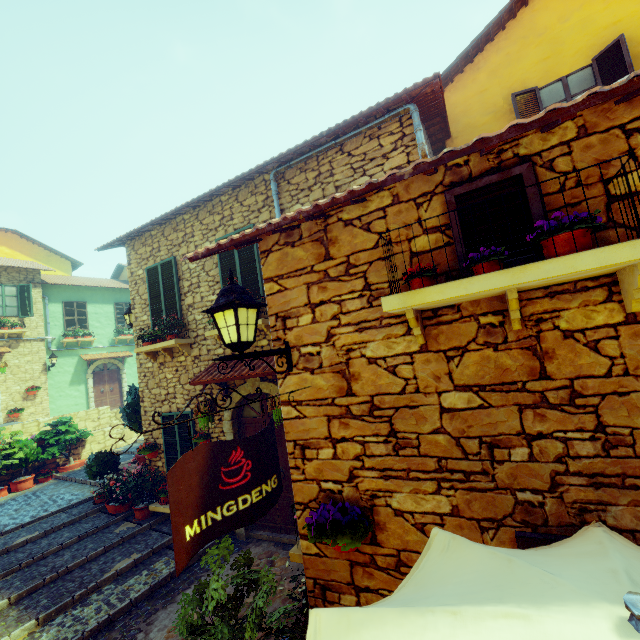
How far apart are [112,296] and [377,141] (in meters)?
19.59

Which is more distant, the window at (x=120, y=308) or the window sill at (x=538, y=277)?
the window at (x=120, y=308)

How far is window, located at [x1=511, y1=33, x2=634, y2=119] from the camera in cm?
651

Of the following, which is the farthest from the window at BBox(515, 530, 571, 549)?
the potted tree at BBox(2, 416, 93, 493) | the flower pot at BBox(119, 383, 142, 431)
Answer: the potted tree at BBox(2, 416, 93, 493)

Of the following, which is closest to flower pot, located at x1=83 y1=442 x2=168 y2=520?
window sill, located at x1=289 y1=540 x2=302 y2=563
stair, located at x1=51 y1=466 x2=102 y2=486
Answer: stair, located at x1=51 y1=466 x2=102 y2=486

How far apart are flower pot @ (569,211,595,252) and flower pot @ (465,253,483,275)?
0.2m

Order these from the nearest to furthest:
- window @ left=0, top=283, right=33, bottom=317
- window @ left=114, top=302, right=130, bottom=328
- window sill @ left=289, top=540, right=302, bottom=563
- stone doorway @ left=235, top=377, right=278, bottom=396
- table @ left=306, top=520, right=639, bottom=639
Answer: table @ left=306, top=520, right=639, bottom=639 < window sill @ left=289, top=540, right=302, bottom=563 < stone doorway @ left=235, top=377, right=278, bottom=396 < window @ left=0, top=283, right=33, bottom=317 < window @ left=114, top=302, right=130, bottom=328

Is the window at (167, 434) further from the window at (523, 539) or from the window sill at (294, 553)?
the window at (523, 539)
